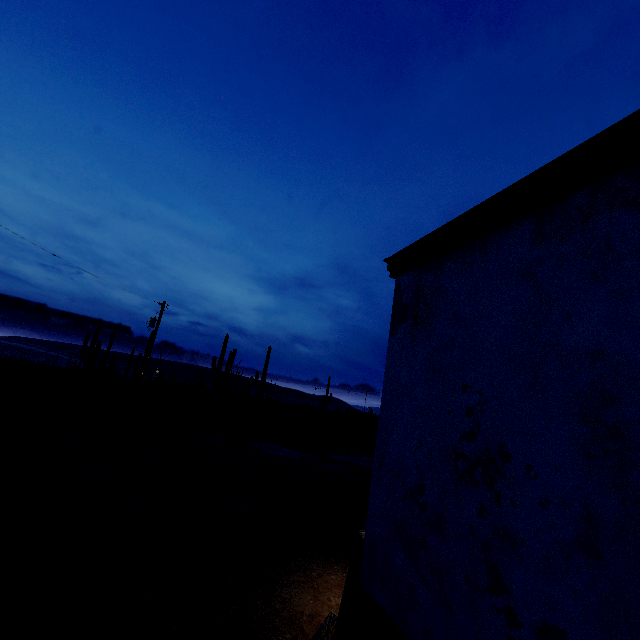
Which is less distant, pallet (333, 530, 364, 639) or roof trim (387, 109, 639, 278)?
roof trim (387, 109, 639, 278)

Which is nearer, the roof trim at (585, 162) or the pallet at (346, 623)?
the roof trim at (585, 162)

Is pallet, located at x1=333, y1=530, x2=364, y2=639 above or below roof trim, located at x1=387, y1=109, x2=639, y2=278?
below

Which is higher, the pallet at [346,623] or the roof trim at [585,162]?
the roof trim at [585,162]

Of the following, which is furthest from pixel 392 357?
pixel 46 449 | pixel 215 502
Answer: pixel 46 449
